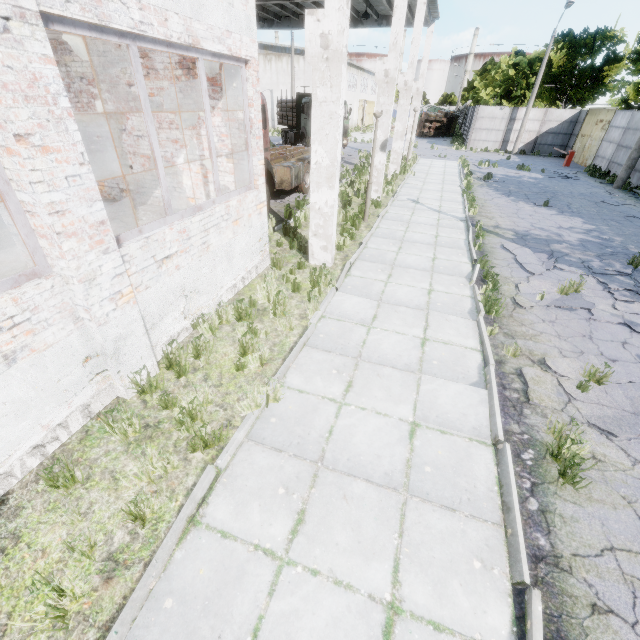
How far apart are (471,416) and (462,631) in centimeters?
233cm

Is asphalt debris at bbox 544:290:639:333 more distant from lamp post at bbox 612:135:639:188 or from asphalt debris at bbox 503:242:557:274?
lamp post at bbox 612:135:639:188

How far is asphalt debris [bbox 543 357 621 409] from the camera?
4.7m

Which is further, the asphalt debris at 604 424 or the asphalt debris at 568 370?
the asphalt debris at 568 370

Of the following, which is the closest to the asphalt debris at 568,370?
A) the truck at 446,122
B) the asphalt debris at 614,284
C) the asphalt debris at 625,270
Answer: the asphalt debris at 614,284

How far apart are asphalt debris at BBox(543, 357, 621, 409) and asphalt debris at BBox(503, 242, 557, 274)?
3.3 meters

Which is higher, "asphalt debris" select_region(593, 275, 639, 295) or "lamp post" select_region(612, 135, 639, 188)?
"lamp post" select_region(612, 135, 639, 188)

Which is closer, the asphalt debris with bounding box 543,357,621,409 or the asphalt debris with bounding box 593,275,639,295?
the asphalt debris with bounding box 543,357,621,409
